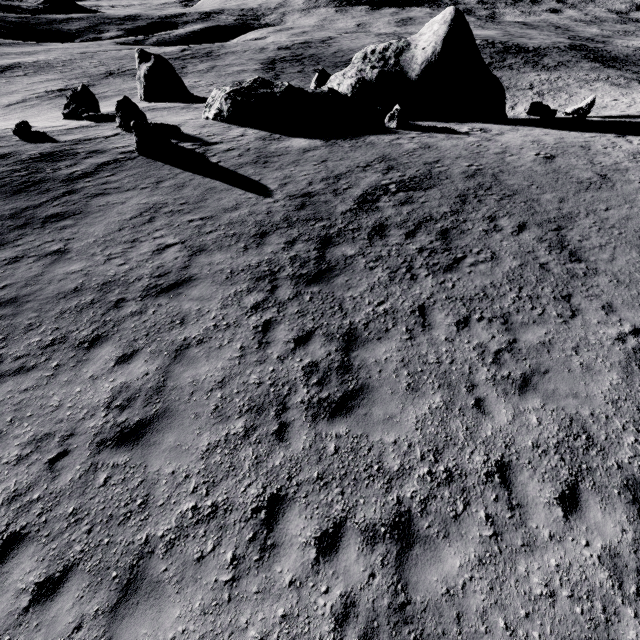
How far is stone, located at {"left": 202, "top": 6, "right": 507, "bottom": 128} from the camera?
19.95m

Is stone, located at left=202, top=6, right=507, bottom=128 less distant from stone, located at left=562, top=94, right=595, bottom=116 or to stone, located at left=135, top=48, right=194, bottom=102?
stone, located at left=562, top=94, right=595, bottom=116

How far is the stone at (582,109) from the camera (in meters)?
25.11

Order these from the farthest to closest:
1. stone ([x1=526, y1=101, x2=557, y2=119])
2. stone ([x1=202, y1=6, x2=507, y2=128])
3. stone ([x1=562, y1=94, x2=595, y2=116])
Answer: stone ([x1=562, y1=94, x2=595, y2=116])
stone ([x1=526, y1=101, x2=557, y2=119])
stone ([x1=202, y1=6, x2=507, y2=128])

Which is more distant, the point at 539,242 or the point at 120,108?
the point at 120,108

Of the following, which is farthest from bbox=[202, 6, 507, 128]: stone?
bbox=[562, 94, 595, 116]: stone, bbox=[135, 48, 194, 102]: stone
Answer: bbox=[135, 48, 194, 102]: stone

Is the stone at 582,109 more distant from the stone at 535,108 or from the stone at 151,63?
the stone at 151,63
